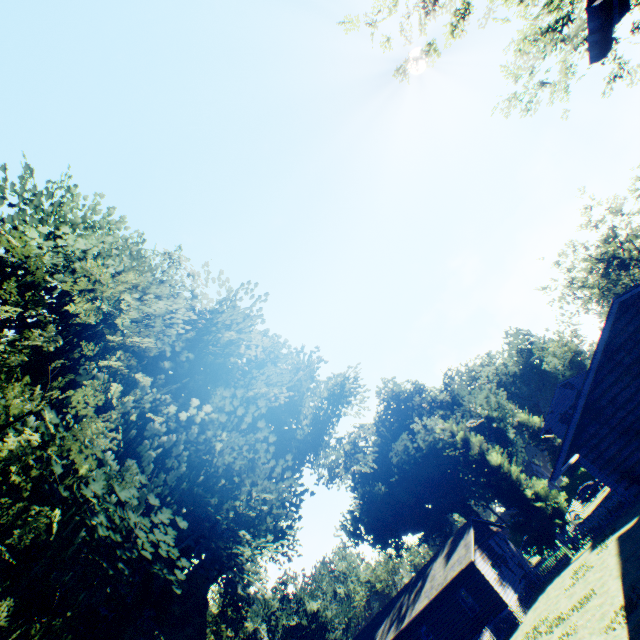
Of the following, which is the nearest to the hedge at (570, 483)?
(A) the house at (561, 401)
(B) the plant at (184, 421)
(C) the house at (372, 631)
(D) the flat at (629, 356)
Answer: (B) the plant at (184, 421)

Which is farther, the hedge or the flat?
the hedge

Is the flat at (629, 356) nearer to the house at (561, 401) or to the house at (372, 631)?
the house at (561, 401)

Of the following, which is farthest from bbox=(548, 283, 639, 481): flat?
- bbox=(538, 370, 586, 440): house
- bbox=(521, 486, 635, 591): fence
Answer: bbox=(521, 486, 635, 591): fence

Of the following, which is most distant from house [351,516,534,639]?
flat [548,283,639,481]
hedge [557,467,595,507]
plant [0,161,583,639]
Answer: hedge [557,467,595,507]

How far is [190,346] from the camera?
23.5 meters

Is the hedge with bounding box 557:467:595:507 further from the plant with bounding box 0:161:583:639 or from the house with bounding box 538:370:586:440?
the house with bounding box 538:370:586:440

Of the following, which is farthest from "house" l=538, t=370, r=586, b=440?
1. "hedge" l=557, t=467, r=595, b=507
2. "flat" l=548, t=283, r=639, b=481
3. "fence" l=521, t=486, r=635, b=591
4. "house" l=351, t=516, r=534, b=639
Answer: "hedge" l=557, t=467, r=595, b=507
